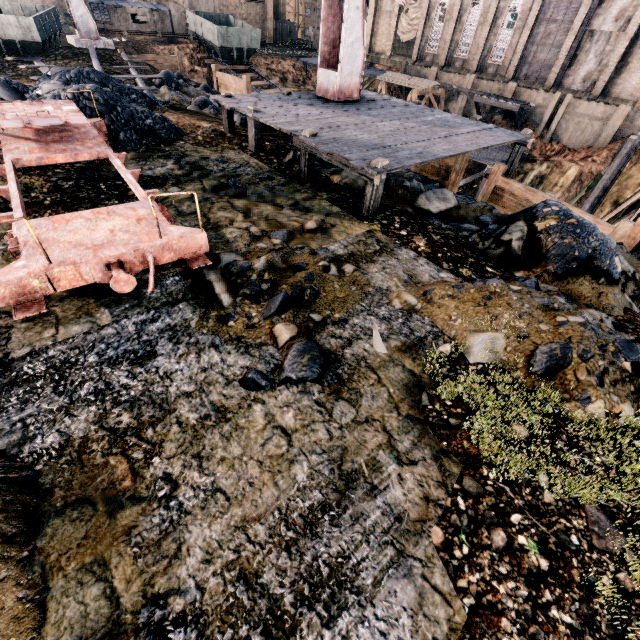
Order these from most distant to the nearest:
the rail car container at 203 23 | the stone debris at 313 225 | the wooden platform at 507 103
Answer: the rail car container at 203 23 → the wooden platform at 507 103 → the stone debris at 313 225

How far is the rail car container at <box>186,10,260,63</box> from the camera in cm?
3347

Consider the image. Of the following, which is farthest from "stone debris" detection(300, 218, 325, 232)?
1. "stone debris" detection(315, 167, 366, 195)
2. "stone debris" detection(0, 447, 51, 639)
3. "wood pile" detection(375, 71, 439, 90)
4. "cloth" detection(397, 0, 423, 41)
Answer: "cloth" detection(397, 0, 423, 41)

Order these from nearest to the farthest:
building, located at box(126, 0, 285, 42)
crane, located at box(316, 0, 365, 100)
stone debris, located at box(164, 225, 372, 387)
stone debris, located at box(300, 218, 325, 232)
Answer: stone debris, located at box(164, 225, 372, 387) → stone debris, located at box(300, 218, 325, 232) → crane, located at box(316, 0, 365, 100) → building, located at box(126, 0, 285, 42)

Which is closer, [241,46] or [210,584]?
[210,584]

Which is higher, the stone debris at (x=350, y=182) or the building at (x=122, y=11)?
the building at (x=122, y=11)

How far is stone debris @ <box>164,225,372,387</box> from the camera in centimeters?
507cm

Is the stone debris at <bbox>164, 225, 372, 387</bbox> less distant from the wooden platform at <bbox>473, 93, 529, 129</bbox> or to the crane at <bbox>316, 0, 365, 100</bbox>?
the crane at <bbox>316, 0, 365, 100</bbox>
